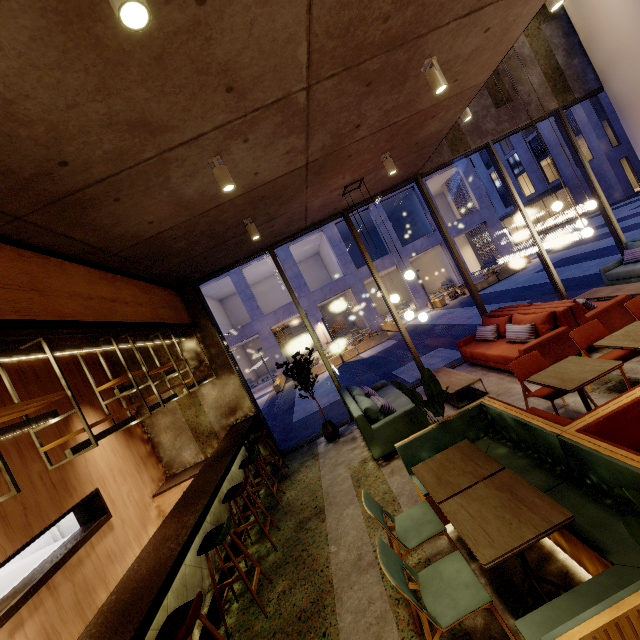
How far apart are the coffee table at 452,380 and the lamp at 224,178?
4.76m

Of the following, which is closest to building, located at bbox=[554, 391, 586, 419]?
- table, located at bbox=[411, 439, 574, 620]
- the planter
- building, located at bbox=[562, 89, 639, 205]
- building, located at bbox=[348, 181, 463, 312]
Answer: table, located at bbox=[411, 439, 574, 620]

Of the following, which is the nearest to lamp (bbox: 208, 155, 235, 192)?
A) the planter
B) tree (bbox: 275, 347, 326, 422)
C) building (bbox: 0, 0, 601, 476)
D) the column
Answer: building (bbox: 0, 0, 601, 476)

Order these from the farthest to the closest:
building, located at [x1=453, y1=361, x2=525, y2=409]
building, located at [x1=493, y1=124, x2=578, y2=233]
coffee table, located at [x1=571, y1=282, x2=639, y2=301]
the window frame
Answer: building, located at [x1=493, y1=124, x2=578, y2=233] < the window frame < coffee table, located at [x1=571, y1=282, x2=639, y2=301] < building, located at [x1=453, y1=361, x2=525, y2=409]

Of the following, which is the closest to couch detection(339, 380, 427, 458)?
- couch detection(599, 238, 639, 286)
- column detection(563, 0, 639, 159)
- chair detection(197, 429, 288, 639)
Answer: chair detection(197, 429, 288, 639)

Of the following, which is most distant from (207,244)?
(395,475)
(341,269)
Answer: (341,269)

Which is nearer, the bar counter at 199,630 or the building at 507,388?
the bar counter at 199,630

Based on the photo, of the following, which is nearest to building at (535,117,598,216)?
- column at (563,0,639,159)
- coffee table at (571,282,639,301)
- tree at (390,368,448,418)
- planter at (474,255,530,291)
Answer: planter at (474,255,530,291)
